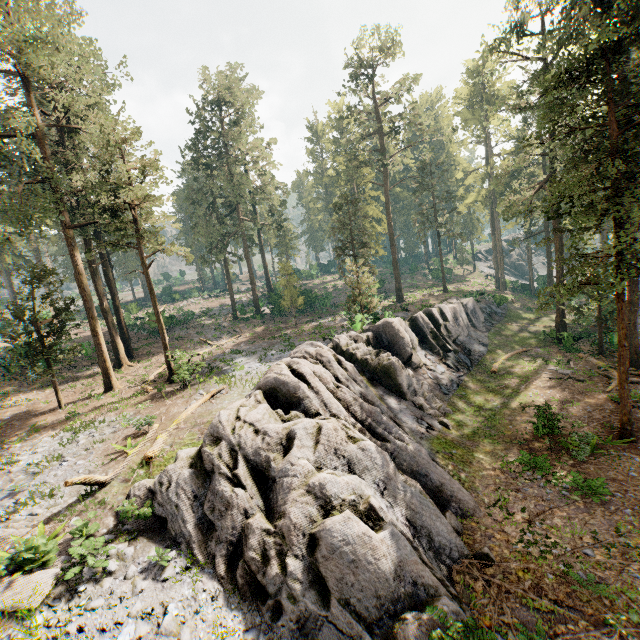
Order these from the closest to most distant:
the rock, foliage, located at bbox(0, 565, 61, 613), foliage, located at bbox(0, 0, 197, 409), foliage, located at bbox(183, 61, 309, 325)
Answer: foliage, located at bbox(0, 565, 61, 613) → the rock → foliage, located at bbox(0, 0, 197, 409) → foliage, located at bbox(183, 61, 309, 325)

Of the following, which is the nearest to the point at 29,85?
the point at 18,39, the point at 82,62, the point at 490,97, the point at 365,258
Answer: the point at 18,39

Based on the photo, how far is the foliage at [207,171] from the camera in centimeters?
3938cm

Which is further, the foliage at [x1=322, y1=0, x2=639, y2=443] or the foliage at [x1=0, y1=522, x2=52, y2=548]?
the foliage at [x1=322, y1=0, x2=639, y2=443]

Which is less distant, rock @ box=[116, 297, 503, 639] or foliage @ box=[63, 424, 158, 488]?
rock @ box=[116, 297, 503, 639]

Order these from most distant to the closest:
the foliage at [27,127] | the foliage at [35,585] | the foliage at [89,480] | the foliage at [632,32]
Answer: the foliage at [27,127] → the foliage at [632,32] → the foliage at [89,480] → the foliage at [35,585]

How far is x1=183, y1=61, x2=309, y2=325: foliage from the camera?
39.4m
